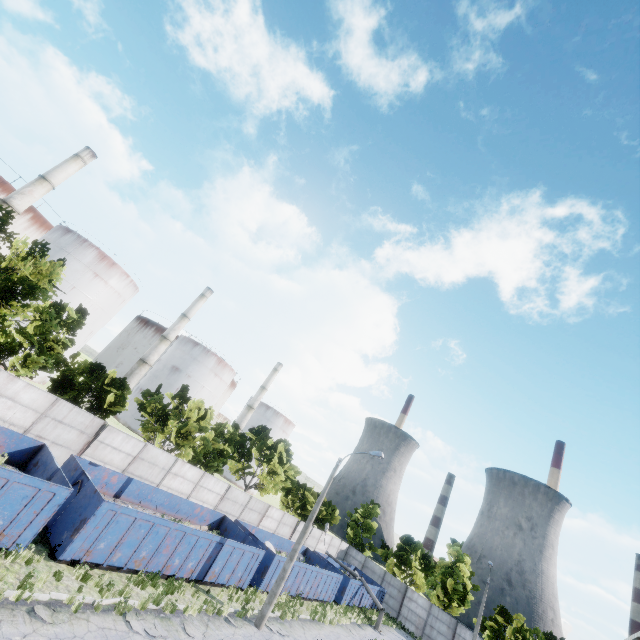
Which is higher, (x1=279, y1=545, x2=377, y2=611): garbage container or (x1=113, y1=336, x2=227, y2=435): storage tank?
(x1=113, y1=336, x2=227, y2=435): storage tank

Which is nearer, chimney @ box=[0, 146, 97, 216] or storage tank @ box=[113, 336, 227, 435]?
chimney @ box=[0, 146, 97, 216]

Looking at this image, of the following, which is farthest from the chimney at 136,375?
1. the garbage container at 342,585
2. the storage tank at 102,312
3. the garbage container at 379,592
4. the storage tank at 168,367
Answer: the garbage container at 379,592

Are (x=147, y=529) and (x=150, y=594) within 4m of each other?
yes

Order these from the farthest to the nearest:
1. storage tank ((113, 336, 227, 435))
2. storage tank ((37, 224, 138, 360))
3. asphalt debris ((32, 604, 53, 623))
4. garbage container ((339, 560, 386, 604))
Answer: storage tank ((113, 336, 227, 435)) → storage tank ((37, 224, 138, 360)) → garbage container ((339, 560, 386, 604)) → asphalt debris ((32, 604, 53, 623))

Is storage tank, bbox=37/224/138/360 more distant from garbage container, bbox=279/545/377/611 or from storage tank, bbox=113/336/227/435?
garbage container, bbox=279/545/377/611

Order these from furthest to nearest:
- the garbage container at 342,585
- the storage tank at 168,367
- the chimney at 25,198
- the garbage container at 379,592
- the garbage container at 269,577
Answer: the storage tank at 168,367 < the chimney at 25,198 < the garbage container at 379,592 < the garbage container at 342,585 < the garbage container at 269,577

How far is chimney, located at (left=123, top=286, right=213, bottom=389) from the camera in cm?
4912
